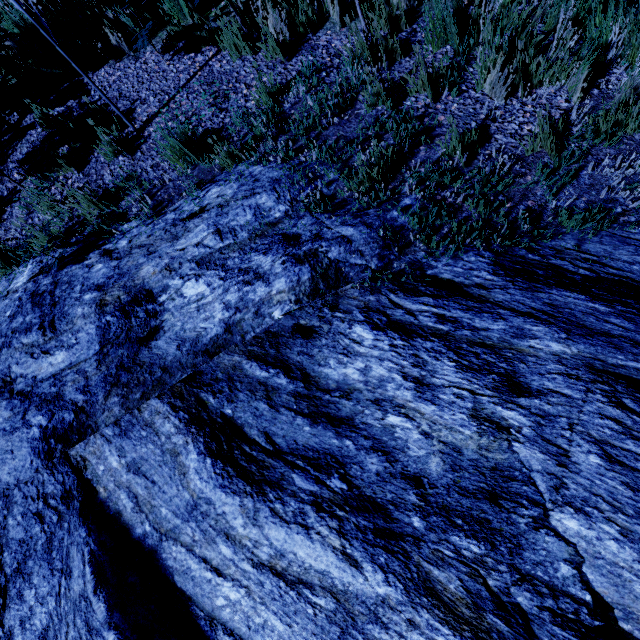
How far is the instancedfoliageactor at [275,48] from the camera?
3.61m

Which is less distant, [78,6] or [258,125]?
[258,125]

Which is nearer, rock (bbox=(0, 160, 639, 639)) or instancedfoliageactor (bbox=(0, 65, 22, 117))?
rock (bbox=(0, 160, 639, 639))

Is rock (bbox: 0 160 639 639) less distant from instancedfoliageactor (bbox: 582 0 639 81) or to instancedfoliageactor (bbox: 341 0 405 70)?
instancedfoliageactor (bbox: 341 0 405 70)

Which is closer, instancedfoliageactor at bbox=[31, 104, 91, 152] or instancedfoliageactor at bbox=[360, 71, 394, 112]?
instancedfoliageactor at bbox=[360, 71, 394, 112]

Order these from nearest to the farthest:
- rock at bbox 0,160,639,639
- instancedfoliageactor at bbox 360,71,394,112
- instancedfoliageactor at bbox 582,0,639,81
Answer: rock at bbox 0,160,639,639 < instancedfoliageactor at bbox 582,0,639,81 < instancedfoliageactor at bbox 360,71,394,112
